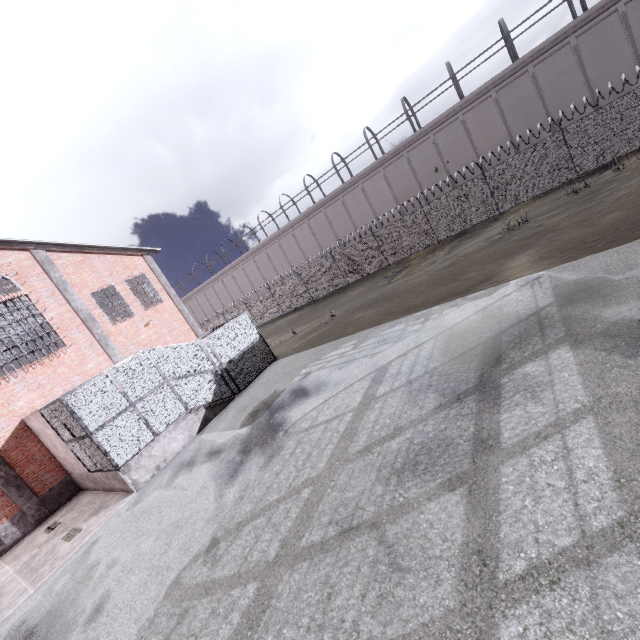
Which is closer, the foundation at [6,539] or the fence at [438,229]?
the foundation at [6,539]

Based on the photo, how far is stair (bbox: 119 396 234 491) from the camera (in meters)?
10.98

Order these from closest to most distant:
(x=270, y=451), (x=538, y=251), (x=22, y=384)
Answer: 1. (x=270, y=451)
2. (x=538, y=251)
3. (x=22, y=384)

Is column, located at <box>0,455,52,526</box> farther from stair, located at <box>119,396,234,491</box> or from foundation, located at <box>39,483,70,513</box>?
stair, located at <box>119,396,234,491</box>

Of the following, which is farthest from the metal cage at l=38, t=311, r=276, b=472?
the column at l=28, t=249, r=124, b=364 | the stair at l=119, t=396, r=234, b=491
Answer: the column at l=28, t=249, r=124, b=364

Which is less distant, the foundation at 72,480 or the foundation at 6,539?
the foundation at 72,480

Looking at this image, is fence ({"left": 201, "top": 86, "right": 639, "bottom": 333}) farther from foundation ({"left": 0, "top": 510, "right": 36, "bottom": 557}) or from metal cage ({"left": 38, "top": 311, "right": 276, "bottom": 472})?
metal cage ({"left": 38, "top": 311, "right": 276, "bottom": 472})

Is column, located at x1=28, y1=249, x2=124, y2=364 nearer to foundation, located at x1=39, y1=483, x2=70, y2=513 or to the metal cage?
the metal cage
